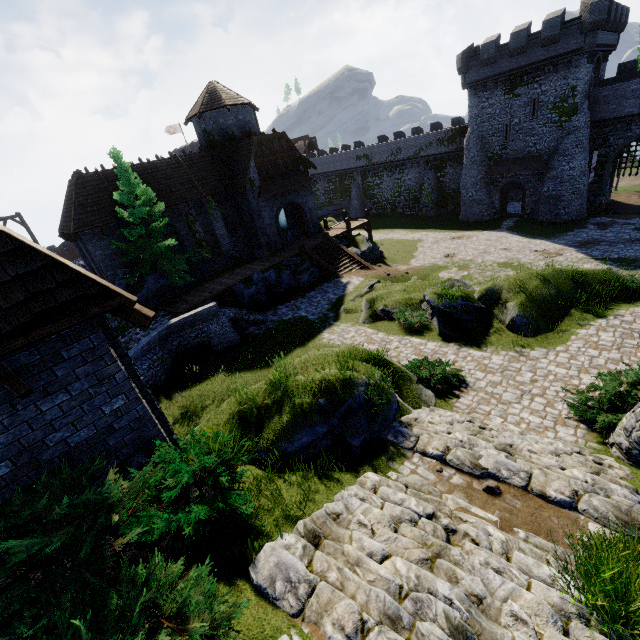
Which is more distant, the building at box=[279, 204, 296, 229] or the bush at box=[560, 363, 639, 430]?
the building at box=[279, 204, 296, 229]

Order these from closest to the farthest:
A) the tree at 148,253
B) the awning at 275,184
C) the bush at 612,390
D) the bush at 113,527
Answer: Answer:
1. the bush at 113,527
2. the bush at 612,390
3. the tree at 148,253
4. the awning at 275,184

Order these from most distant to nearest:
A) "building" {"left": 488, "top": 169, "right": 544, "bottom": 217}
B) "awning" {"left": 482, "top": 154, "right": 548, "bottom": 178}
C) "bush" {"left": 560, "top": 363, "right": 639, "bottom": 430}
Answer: "building" {"left": 488, "top": 169, "right": 544, "bottom": 217} → "awning" {"left": 482, "top": 154, "right": 548, "bottom": 178} → "bush" {"left": 560, "top": 363, "right": 639, "bottom": 430}

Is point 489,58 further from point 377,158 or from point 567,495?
point 567,495

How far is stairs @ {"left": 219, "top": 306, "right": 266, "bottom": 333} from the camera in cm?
2009

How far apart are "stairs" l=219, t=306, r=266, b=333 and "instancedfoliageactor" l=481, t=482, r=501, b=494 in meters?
16.4 m

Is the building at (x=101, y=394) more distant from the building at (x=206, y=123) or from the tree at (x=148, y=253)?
the building at (x=206, y=123)

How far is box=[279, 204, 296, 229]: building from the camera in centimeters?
3209cm
